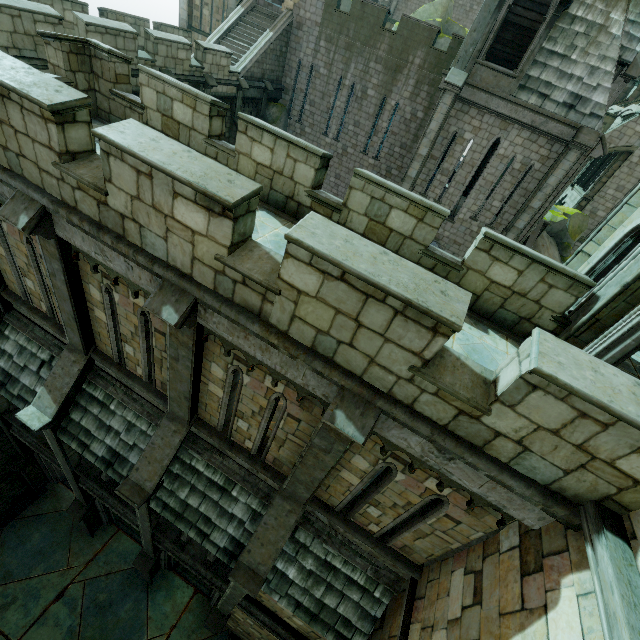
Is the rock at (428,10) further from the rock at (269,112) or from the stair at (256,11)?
the stair at (256,11)

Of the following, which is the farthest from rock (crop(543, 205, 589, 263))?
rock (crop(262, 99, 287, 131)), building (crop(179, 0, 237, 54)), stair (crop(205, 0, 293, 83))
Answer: stair (crop(205, 0, 293, 83))

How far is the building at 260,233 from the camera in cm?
639

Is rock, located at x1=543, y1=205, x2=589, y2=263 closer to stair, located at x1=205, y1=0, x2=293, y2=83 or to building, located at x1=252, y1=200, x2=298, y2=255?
building, located at x1=252, y1=200, x2=298, y2=255

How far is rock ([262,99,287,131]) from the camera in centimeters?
2231cm

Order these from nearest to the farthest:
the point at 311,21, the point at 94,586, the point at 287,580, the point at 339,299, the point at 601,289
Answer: the point at 339,299 → the point at 601,289 → the point at 287,580 → the point at 94,586 → the point at 311,21

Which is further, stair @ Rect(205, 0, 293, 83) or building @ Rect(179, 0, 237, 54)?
building @ Rect(179, 0, 237, 54)

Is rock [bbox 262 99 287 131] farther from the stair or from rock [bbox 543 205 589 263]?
rock [bbox 543 205 589 263]
